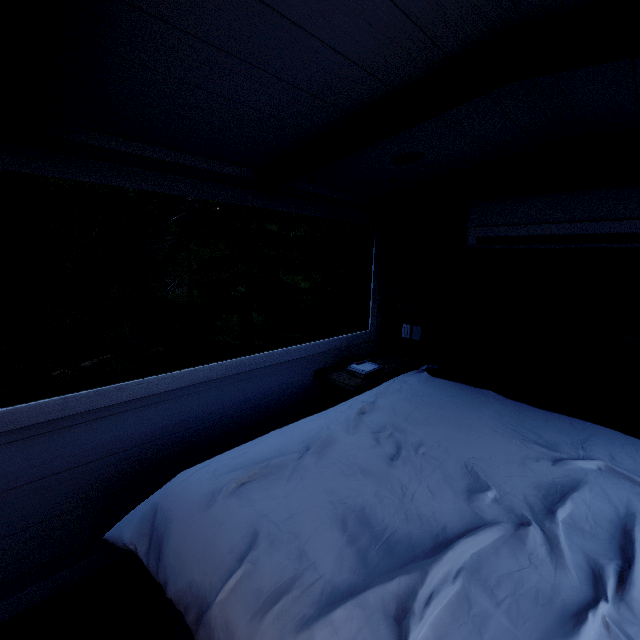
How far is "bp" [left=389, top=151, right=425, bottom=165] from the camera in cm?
188

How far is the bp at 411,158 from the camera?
1.88m

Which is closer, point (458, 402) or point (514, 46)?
point (514, 46)
